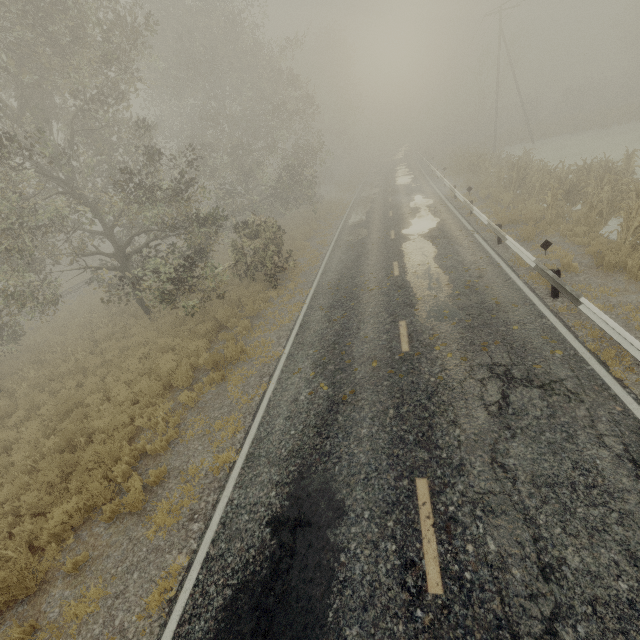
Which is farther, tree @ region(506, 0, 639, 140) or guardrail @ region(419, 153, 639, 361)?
tree @ region(506, 0, 639, 140)

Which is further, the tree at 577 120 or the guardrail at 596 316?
the tree at 577 120

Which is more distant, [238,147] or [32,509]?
[238,147]
